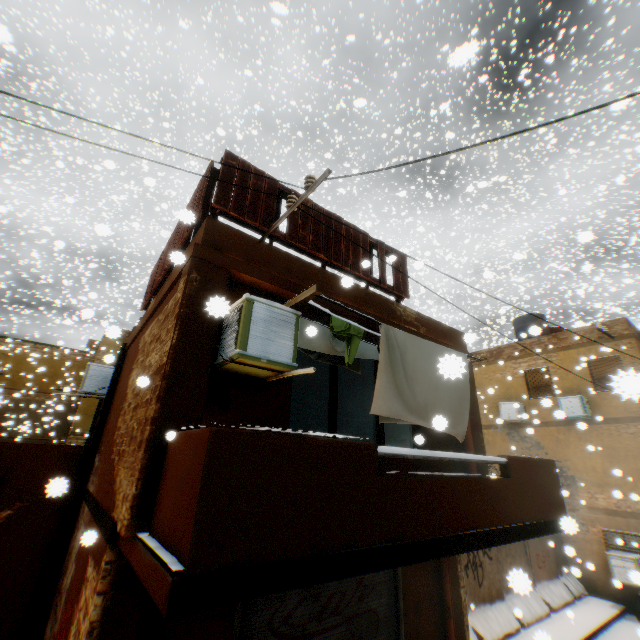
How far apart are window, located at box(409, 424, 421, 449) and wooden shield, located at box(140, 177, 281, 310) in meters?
1.1 m

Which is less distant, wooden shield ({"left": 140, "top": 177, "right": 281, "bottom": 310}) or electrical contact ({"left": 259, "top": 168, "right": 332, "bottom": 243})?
electrical contact ({"left": 259, "top": 168, "right": 332, "bottom": 243})

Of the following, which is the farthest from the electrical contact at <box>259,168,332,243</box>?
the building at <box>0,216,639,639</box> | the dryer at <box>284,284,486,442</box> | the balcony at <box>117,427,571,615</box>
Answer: the balcony at <box>117,427,571,615</box>

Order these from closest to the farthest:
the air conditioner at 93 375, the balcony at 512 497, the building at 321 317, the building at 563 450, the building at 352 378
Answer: the balcony at 512 497 → the building at 563 450 → the building at 321 317 → the air conditioner at 93 375 → the building at 352 378

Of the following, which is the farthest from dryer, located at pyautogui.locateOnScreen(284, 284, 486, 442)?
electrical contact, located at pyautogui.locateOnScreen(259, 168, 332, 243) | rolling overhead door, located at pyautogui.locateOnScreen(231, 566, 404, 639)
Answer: electrical contact, located at pyautogui.locateOnScreen(259, 168, 332, 243)

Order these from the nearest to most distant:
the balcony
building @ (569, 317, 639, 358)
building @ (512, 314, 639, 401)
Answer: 1. building @ (512, 314, 639, 401)
2. the balcony
3. building @ (569, 317, 639, 358)

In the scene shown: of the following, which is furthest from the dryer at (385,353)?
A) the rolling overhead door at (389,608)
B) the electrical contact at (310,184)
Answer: the electrical contact at (310,184)

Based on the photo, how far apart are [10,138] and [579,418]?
30.3 meters
